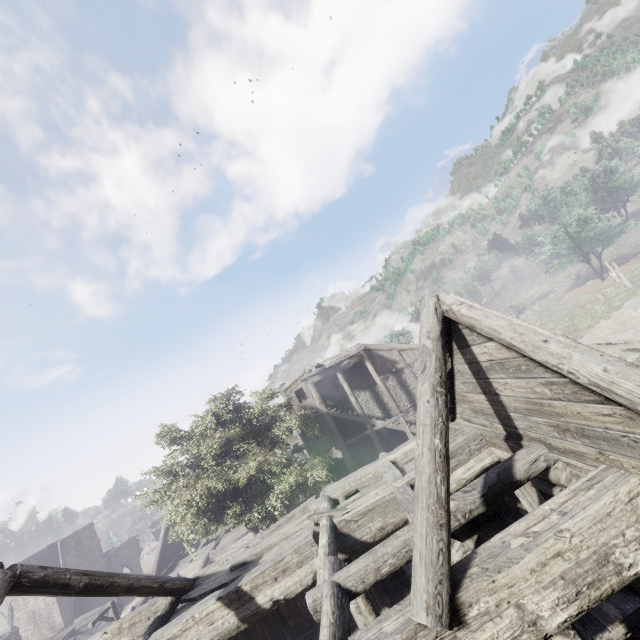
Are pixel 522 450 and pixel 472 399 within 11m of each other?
yes
